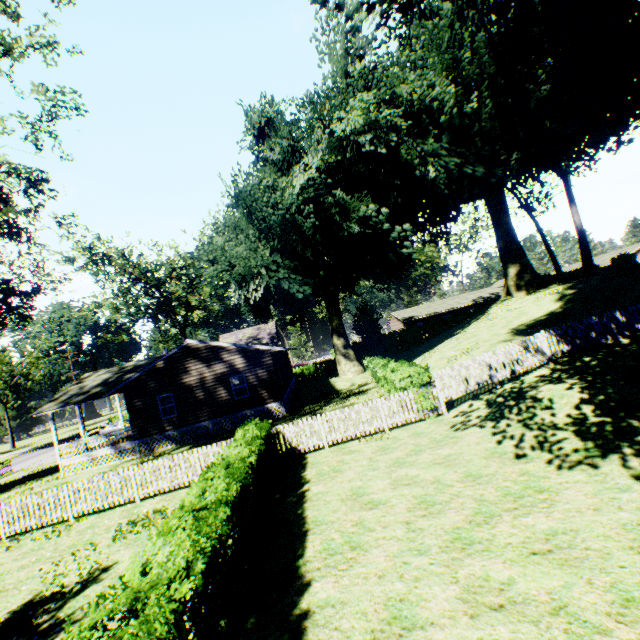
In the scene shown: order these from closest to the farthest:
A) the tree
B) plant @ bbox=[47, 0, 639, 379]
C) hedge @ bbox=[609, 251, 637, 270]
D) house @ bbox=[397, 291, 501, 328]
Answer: plant @ bbox=[47, 0, 639, 379], the tree, hedge @ bbox=[609, 251, 637, 270], house @ bbox=[397, 291, 501, 328]

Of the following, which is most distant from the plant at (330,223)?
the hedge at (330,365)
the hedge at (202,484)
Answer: the hedge at (202,484)

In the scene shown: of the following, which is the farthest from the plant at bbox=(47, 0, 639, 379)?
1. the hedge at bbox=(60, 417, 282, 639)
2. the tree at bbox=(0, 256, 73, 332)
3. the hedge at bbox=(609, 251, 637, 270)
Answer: the tree at bbox=(0, 256, 73, 332)

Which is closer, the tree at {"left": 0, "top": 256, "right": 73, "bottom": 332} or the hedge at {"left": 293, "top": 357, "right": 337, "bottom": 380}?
the tree at {"left": 0, "top": 256, "right": 73, "bottom": 332}

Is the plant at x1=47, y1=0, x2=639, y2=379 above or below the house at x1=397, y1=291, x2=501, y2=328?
above

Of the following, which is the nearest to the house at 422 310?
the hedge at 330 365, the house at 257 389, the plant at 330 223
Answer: the hedge at 330 365

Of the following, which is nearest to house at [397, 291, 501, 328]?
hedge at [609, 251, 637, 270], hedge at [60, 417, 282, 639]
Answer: hedge at [609, 251, 637, 270]

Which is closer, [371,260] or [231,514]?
[231,514]
